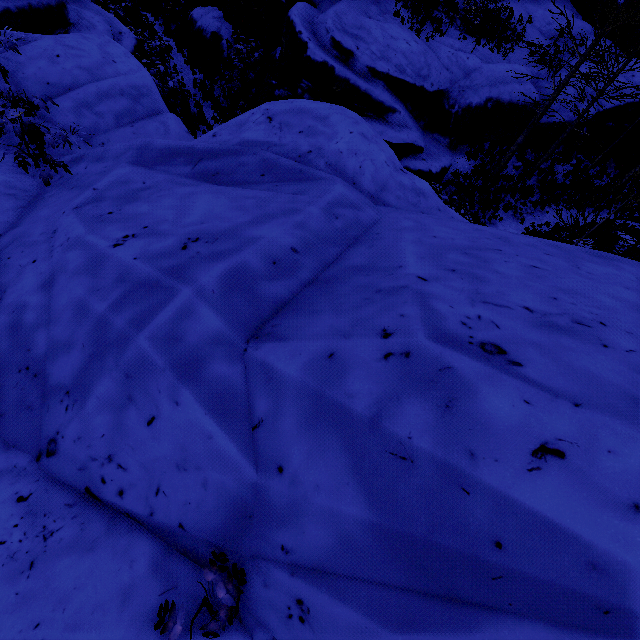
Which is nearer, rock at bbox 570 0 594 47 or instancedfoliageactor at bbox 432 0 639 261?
instancedfoliageactor at bbox 432 0 639 261

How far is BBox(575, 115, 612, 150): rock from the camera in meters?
15.3 m

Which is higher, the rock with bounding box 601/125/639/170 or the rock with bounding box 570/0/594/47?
the rock with bounding box 570/0/594/47

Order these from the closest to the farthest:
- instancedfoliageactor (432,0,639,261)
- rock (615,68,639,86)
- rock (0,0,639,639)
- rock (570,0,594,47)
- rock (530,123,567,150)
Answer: rock (0,0,639,639)
instancedfoliageactor (432,0,639,261)
rock (530,123,567,150)
rock (615,68,639,86)
rock (570,0,594,47)

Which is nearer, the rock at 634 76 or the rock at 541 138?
the rock at 541 138

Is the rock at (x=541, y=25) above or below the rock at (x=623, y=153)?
above

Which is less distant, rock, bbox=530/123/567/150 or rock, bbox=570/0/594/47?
rock, bbox=530/123/567/150

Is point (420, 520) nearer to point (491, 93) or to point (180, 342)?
point (180, 342)
